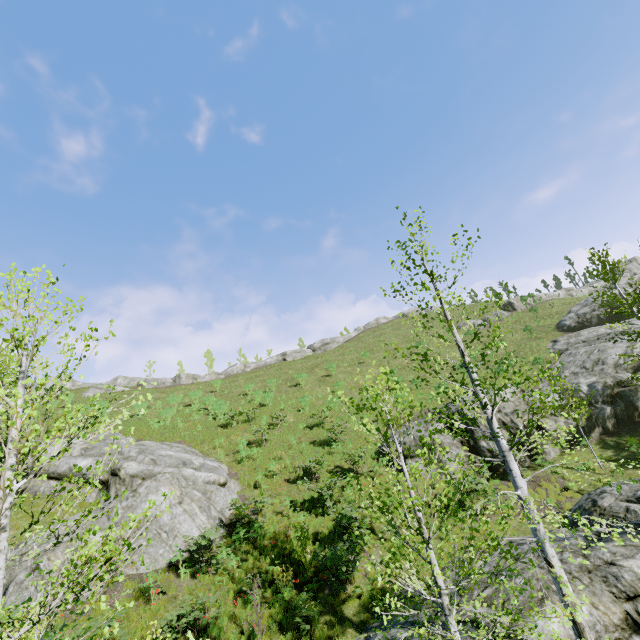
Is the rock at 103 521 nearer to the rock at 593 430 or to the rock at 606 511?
the rock at 606 511

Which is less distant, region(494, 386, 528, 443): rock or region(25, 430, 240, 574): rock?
region(25, 430, 240, 574): rock

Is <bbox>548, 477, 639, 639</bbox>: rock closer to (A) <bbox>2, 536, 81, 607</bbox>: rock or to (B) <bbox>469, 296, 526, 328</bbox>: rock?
(A) <bbox>2, 536, 81, 607</bbox>: rock

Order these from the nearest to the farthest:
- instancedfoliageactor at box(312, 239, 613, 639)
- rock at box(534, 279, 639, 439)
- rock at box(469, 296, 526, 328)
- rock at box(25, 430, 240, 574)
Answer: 1. instancedfoliageactor at box(312, 239, 613, 639)
2. rock at box(25, 430, 240, 574)
3. rock at box(534, 279, 639, 439)
4. rock at box(469, 296, 526, 328)

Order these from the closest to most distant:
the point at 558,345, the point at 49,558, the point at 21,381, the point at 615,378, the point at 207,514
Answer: the point at 21,381 < the point at 49,558 < the point at 207,514 < the point at 615,378 < the point at 558,345

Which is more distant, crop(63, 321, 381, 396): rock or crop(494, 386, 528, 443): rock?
crop(63, 321, 381, 396): rock

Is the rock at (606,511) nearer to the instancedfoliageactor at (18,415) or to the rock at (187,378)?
the instancedfoliageactor at (18,415)

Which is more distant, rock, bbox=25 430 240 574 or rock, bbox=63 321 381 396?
rock, bbox=63 321 381 396
